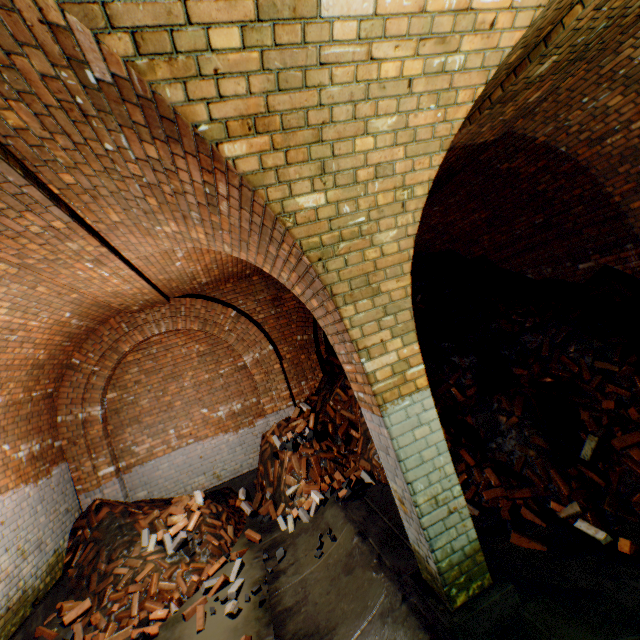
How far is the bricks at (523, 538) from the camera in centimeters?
338cm

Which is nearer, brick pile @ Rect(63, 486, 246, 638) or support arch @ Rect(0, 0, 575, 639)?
support arch @ Rect(0, 0, 575, 639)

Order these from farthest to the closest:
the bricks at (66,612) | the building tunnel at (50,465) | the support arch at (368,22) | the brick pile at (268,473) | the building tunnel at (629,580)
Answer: the brick pile at (268,473)
the bricks at (66,612)
the building tunnel at (50,465)
the building tunnel at (629,580)
the support arch at (368,22)

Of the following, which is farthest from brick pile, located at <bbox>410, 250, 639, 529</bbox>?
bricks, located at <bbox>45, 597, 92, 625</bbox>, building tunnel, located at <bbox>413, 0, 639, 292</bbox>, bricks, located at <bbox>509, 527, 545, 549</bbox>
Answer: bricks, located at <bbox>45, 597, 92, 625</bbox>

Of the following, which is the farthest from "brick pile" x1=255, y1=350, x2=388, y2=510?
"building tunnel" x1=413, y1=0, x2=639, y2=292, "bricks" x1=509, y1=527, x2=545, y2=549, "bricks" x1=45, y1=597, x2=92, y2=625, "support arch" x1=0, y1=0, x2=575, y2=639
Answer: "bricks" x1=45, y1=597, x2=92, y2=625

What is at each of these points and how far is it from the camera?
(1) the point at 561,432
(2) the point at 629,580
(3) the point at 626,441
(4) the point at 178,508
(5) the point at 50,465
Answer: Answer:
(1) brick pile, 4.3 meters
(2) building tunnel, 2.8 meters
(3) bricks, 3.8 meters
(4) bricks, 6.0 meters
(5) building tunnel, 5.7 meters

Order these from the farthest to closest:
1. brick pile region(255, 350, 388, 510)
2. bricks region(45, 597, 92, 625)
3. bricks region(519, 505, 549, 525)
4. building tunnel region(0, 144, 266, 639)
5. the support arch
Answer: brick pile region(255, 350, 388, 510)
bricks region(45, 597, 92, 625)
bricks region(519, 505, 549, 525)
building tunnel region(0, 144, 266, 639)
the support arch

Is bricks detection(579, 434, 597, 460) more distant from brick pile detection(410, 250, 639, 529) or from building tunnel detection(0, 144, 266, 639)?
building tunnel detection(0, 144, 266, 639)
